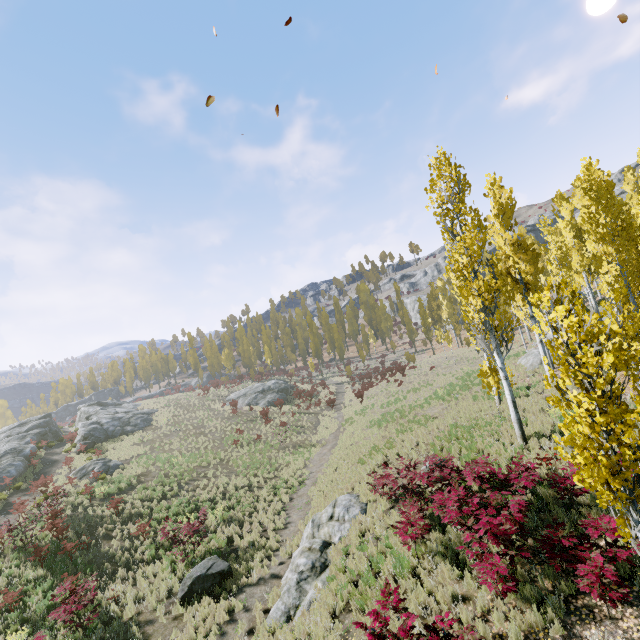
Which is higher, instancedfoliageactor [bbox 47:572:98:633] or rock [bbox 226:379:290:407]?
rock [bbox 226:379:290:407]

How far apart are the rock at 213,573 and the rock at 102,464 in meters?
15.4

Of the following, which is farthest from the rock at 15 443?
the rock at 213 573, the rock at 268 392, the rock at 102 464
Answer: the rock at 213 573

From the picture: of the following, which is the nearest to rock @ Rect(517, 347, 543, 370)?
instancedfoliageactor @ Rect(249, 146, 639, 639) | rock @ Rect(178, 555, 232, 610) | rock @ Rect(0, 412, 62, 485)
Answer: instancedfoliageactor @ Rect(249, 146, 639, 639)

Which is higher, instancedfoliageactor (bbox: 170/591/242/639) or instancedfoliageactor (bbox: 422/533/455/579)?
instancedfoliageactor (bbox: 422/533/455/579)

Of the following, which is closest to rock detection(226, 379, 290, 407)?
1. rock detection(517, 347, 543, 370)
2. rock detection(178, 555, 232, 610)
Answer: rock detection(178, 555, 232, 610)

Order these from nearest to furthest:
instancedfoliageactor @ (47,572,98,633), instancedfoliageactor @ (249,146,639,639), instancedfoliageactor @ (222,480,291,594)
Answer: instancedfoliageactor @ (249,146,639,639)
instancedfoliageactor @ (47,572,98,633)
instancedfoliageactor @ (222,480,291,594)

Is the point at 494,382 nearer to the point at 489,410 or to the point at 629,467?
the point at 489,410
